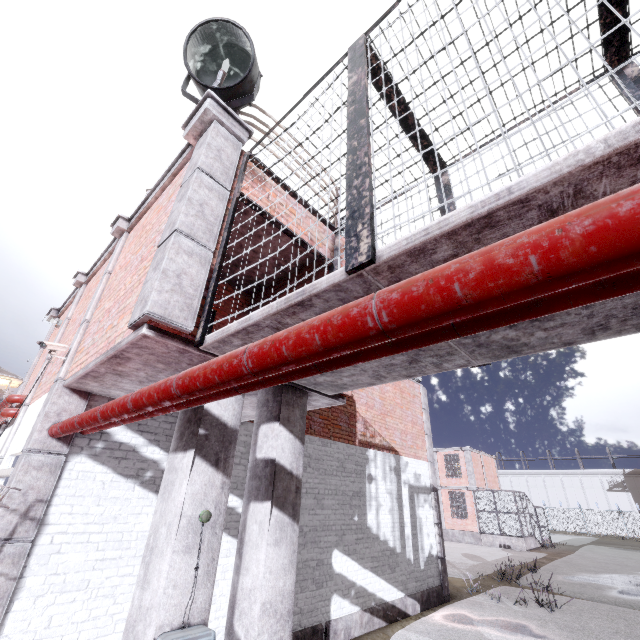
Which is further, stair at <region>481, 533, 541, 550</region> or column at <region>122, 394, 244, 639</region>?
stair at <region>481, 533, 541, 550</region>

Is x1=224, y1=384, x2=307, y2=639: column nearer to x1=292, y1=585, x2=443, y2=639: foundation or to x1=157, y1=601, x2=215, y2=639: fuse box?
x1=157, y1=601, x2=215, y2=639: fuse box

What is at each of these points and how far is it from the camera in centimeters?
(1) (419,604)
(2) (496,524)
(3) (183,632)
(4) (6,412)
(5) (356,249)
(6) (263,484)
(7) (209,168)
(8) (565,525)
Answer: (1) foundation, 930cm
(2) cage, 2469cm
(3) fuse box, 246cm
(4) pipe, 667cm
(5) cage, 201cm
(6) column, 360cm
(7) trim, 393cm
(8) fence, 4325cm

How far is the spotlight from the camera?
4.4 meters

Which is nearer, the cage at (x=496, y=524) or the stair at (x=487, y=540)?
the stair at (x=487, y=540)

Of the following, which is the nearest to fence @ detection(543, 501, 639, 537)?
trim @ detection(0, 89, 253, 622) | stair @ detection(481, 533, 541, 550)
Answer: trim @ detection(0, 89, 253, 622)

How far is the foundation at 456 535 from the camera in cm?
2522

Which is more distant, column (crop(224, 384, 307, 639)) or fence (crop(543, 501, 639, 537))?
fence (crop(543, 501, 639, 537))
